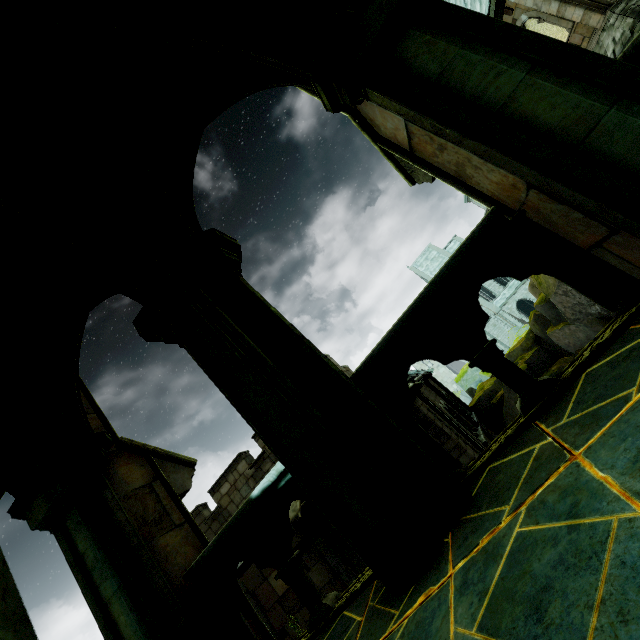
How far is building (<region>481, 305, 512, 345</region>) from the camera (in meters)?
47.91

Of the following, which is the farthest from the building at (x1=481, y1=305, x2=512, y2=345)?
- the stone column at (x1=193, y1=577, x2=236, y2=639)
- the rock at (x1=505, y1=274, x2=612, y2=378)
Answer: the stone column at (x1=193, y1=577, x2=236, y2=639)

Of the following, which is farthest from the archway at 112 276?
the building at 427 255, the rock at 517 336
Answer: the building at 427 255

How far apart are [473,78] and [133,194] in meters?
3.3 m

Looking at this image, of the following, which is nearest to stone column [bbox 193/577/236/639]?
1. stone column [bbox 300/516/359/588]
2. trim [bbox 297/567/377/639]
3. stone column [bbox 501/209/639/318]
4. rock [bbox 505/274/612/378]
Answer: trim [bbox 297/567/377/639]

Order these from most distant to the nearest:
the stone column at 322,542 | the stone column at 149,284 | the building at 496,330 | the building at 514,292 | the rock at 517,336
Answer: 1. the building at 496,330
2. the building at 514,292
3. the rock at 517,336
4. the stone column at 322,542
5. the stone column at 149,284
